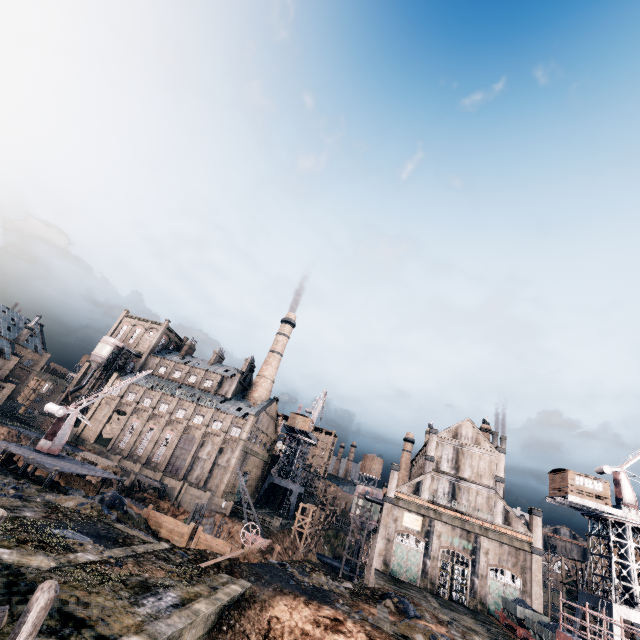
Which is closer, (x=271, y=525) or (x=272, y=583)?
(x=272, y=583)

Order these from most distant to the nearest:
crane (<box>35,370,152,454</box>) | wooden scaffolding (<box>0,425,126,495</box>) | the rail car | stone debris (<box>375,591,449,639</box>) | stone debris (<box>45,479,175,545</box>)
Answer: crane (<box>35,370,152,454</box>), the rail car, wooden scaffolding (<box>0,425,126,495</box>), stone debris (<box>45,479,175,545</box>), stone debris (<box>375,591,449,639</box>)

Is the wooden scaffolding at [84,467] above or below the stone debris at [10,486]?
above

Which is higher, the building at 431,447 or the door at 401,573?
the building at 431,447

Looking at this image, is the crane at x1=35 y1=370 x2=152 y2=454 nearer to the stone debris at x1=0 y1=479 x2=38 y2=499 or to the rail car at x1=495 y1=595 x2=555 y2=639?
the stone debris at x1=0 y1=479 x2=38 y2=499

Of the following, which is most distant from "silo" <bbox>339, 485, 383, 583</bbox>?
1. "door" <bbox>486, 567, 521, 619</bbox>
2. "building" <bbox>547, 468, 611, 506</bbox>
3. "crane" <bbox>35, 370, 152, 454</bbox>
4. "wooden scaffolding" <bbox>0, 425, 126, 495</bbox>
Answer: "crane" <bbox>35, 370, 152, 454</bbox>

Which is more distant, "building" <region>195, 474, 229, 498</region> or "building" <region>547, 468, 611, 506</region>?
"building" <region>195, 474, 229, 498</region>

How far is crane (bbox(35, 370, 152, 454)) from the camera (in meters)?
32.03
